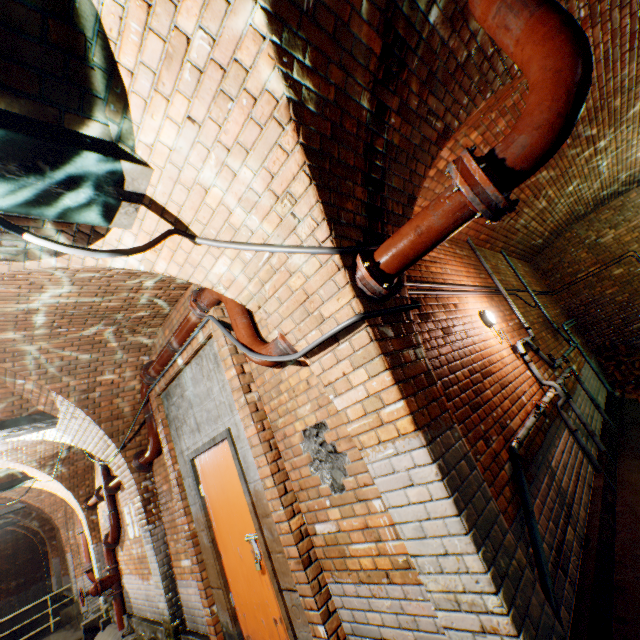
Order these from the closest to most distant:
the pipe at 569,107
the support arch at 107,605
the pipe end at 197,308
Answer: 1. the pipe at 569,107
2. the pipe end at 197,308
3. the support arch at 107,605

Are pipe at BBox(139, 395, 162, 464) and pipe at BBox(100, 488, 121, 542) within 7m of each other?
yes

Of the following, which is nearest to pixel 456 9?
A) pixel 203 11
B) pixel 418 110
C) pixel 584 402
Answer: pixel 418 110

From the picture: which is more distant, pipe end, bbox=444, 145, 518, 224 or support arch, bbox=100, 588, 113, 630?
support arch, bbox=100, 588, 113, 630

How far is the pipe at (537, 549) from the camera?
2.0 meters

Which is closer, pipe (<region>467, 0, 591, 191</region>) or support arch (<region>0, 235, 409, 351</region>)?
pipe (<region>467, 0, 591, 191</region>)

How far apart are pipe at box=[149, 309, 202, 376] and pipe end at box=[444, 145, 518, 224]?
2.83m

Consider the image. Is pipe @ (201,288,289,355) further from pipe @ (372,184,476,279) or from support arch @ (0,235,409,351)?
pipe @ (372,184,476,279)
